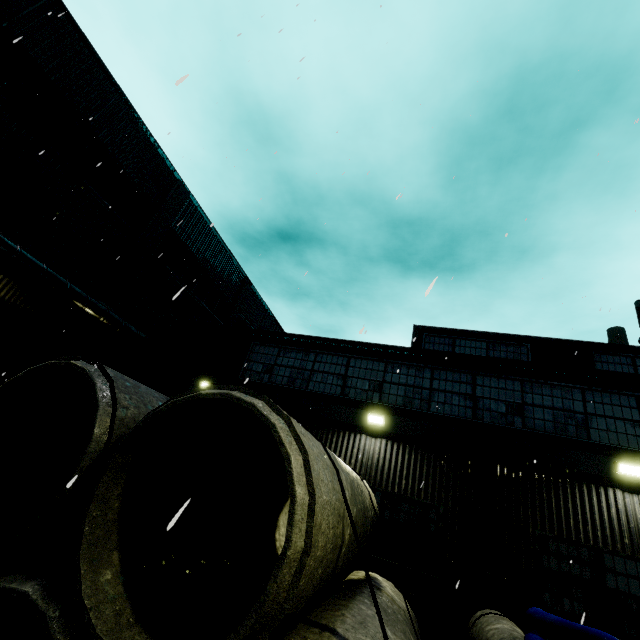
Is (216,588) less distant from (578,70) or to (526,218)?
(526,218)

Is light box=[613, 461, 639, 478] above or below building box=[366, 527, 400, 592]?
above

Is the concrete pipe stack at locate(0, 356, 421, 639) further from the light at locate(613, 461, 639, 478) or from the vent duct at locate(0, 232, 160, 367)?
the light at locate(613, 461, 639, 478)

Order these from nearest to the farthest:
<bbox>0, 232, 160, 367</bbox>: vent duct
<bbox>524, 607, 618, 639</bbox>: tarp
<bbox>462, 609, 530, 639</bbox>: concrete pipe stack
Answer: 1. <bbox>524, 607, 618, 639</bbox>: tarp
2. <bbox>462, 609, 530, 639</bbox>: concrete pipe stack
3. <bbox>0, 232, 160, 367</bbox>: vent duct

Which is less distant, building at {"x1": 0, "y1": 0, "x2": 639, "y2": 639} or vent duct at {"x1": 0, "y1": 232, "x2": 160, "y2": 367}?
building at {"x1": 0, "y1": 0, "x2": 639, "y2": 639}

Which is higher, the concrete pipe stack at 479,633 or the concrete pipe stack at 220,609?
the concrete pipe stack at 220,609

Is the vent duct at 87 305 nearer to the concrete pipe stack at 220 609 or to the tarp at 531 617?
the concrete pipe stack at 220 609

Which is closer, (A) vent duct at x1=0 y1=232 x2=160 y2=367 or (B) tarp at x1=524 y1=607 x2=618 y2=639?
(B) tarp at x1=524 y1=607 x2=618 y2=639
